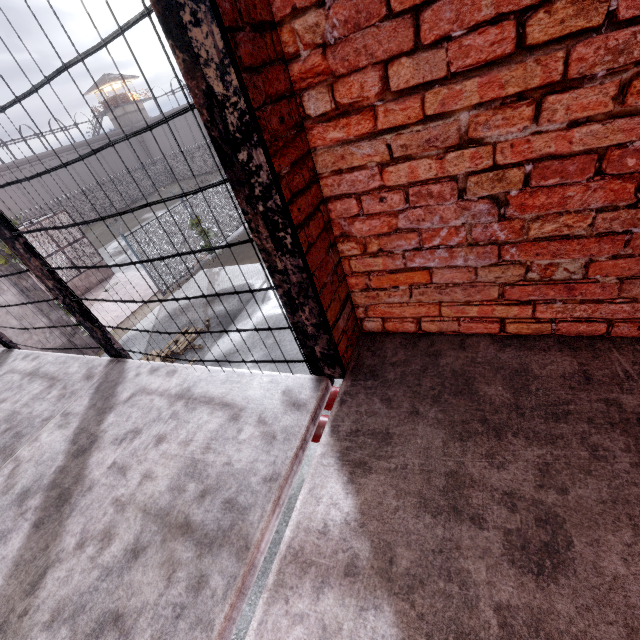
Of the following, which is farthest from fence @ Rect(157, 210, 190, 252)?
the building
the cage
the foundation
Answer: the building

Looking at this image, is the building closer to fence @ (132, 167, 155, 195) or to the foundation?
fence @ (132, 167, 155, 195)

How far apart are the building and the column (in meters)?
52.66

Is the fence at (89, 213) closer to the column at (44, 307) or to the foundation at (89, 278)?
the column at (44, 307)

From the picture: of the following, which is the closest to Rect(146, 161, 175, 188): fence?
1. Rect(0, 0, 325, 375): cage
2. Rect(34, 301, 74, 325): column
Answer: Rect(34, 301, 74, 325): column

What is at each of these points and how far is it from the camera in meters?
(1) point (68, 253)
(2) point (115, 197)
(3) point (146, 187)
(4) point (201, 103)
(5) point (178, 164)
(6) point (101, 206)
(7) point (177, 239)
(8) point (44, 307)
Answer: (1) metal cage, 16.9
(2) fence, 39.3
(3) fence, 43.0
(4) cage, 1.1
(5) fence, 44.7
(6) fence, 37.9
(7) fence, 15.0
(8) column, 10.5

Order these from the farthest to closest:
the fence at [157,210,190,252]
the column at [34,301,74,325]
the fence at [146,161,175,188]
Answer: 1. the fence at [146,161,175,188]
2. the fence at [157,210,190,252]
3. the column at [34,301,74,325]

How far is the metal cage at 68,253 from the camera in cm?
1596
